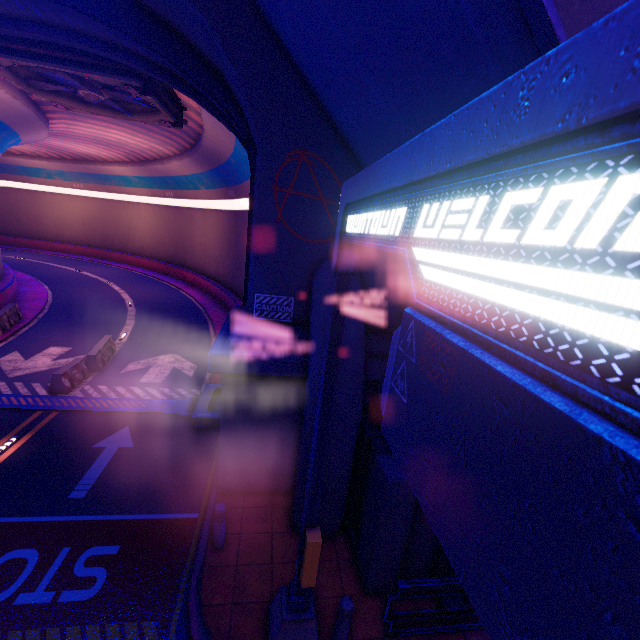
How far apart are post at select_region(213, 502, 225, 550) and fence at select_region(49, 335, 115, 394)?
8.91m

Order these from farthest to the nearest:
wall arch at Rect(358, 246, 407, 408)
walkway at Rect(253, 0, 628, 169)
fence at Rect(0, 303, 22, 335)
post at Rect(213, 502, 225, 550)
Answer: fence at Rect(0, 303, 22, 335) → wall arch at Rect(358, 246, 407, 408) → post at Rect(213, 502, 225, 550) → walkway at Rect(253, 0, 628, 169)

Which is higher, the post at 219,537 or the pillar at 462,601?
the post at 219,537

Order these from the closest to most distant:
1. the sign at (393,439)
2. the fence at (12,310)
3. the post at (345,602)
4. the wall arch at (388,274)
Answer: the sign at (393,439) → the post at (345,602) → the wall arch at (388,274) → the fence at (12,310)

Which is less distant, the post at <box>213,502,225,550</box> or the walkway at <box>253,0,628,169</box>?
the walkway at <box>253,0,628,169</box>

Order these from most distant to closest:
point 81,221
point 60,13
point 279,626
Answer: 1. point 81,221
2. point 60,13
3. point 279,626

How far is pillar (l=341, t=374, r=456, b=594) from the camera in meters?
5.8 m
